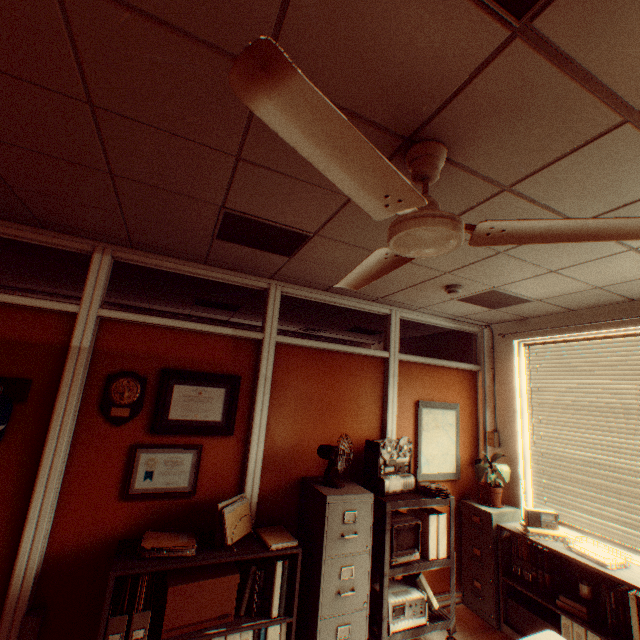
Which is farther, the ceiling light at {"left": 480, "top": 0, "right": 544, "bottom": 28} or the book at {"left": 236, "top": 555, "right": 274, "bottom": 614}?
the book at {"left": 236, "top": 555, "right": 274, "bottom": 614}

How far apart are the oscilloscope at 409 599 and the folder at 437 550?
0.3 meters

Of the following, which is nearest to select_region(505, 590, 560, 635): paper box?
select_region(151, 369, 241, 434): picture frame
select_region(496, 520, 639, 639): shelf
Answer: select_region(496, 520, 639, 639): shelf

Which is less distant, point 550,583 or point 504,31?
point 504,31

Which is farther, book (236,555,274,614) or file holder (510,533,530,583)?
file holder (510,533,530,583)

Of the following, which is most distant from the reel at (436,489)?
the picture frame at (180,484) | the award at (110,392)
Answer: the award at (110,392)

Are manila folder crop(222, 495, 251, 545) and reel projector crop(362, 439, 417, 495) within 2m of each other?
yes

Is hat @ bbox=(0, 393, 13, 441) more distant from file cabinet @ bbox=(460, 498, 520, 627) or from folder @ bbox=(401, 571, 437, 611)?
file cabinet @ bbox=(460, 498, 520, 627)
